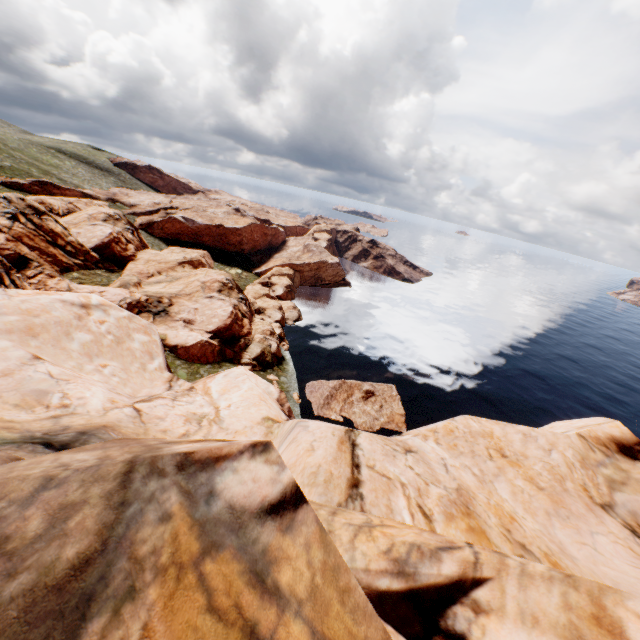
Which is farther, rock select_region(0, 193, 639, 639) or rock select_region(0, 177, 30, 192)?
rock select_region(0, 177, 30, 192)

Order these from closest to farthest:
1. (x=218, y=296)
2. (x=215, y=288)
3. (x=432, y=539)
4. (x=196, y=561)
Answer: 1. (x=196, y=561)
2. (x=432, y=539)
3. (x=218, y=296)
4. (x=215, y=288)

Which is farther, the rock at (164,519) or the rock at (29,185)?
the rock at (29,185)
